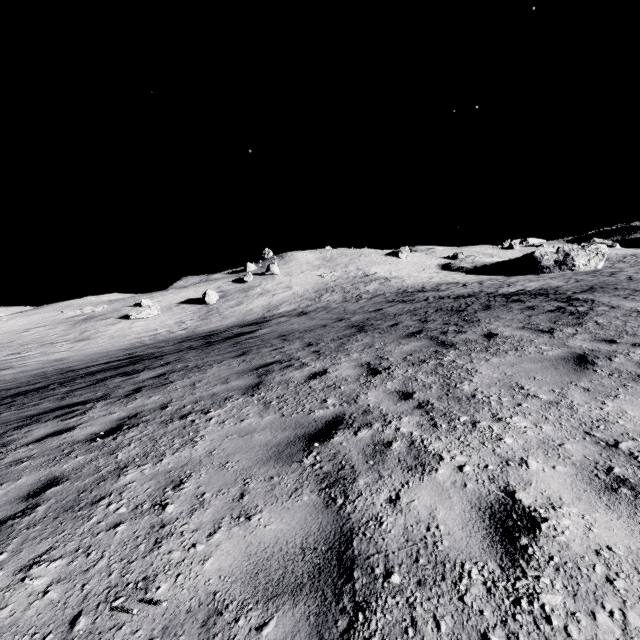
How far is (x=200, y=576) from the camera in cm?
196

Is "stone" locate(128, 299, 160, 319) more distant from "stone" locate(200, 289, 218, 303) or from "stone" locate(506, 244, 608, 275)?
Result: "stone" locate(506, 244, 608, 275)

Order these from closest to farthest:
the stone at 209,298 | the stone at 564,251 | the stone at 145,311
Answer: the stone at 145,311 → the stone at 209,298 → the stone at 564,251

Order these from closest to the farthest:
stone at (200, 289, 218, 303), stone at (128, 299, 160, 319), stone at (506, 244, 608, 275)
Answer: stone at (128, 299, 160, 319)
stone at (200, 289, 218, 303)
stone at (506, 244, 608, 275)

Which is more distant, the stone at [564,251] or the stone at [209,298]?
the stone at [564,251]

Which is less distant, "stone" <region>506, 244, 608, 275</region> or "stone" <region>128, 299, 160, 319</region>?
"stone" <region>128, 299, 160, 319</region>

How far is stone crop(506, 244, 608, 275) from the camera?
55.2m
